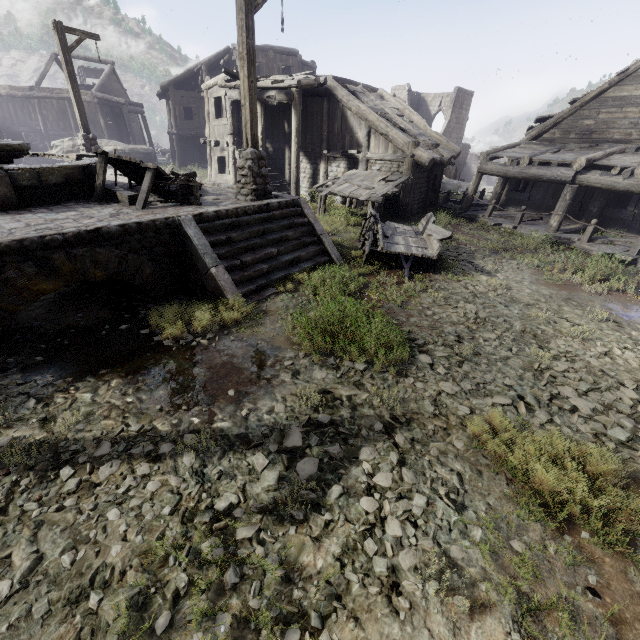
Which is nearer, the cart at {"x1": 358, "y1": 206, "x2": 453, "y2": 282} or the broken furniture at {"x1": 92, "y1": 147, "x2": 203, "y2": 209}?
the broken furniture at {"x1": 92, "y1": 147, "x2": 203, "y2": 209}

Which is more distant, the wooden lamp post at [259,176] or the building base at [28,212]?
the wooden lamp post at [259,176]

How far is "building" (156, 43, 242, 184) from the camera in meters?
16.9

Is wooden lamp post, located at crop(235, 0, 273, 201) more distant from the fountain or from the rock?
the rock

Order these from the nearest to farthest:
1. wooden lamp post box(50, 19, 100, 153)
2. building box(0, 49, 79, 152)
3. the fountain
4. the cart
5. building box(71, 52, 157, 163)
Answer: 1. the fountain
2. the cart
3. wooden lamp post box(50, 19, 100, 153)
4. building box(0, 49, 79, 152)
5. building box(71, 52, 157, 163)

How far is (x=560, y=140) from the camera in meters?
14.3

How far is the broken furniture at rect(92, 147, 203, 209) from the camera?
7.4m

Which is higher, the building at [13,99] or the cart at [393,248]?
the building at [13,99]
